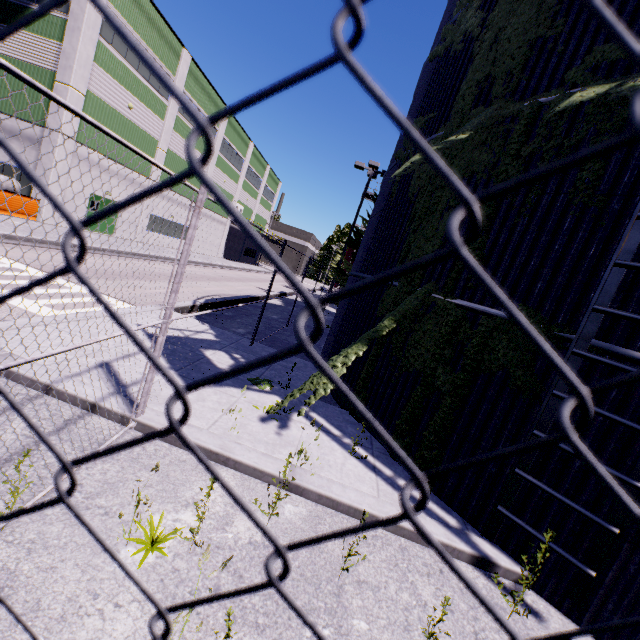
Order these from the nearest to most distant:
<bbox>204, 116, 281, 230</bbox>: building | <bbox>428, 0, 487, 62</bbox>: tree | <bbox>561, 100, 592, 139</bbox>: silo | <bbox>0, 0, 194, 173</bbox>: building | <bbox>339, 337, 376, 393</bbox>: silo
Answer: <bbox>561, 100, 592, 139</bbox>: silo
<bbox>428, 0, 487, 62</bbox>: tree
<bbox>339, 337, 376, 393</bbox>: silo
<bbox>0, 0, 194, 173</bbox>: building
<bbox>204, 116, 281, 230</bbox>: building

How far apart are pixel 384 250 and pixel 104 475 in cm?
629

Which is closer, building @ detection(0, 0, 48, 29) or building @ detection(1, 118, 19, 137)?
building @ detection(0, 0, 48, 29)

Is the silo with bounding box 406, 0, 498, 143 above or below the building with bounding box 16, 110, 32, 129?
above

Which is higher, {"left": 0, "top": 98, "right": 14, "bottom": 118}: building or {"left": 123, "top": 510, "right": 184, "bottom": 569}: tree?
{"left": 0, "top": 98, "right": 14, "bottom": 118}: building

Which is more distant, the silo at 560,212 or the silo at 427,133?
the silo at 427,133
